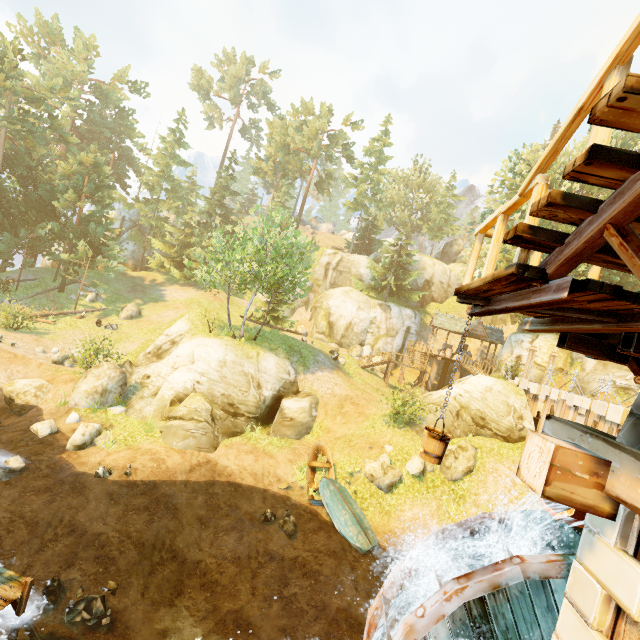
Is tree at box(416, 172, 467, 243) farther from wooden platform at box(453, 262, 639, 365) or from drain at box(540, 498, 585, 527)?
drain at box(540, 498, 585, 527)

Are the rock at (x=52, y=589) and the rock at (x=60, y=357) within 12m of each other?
no

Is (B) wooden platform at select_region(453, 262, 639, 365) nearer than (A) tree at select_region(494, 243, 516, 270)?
Yes

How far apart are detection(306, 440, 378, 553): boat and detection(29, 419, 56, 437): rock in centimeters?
1236cm

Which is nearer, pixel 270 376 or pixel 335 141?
pixel 270 376

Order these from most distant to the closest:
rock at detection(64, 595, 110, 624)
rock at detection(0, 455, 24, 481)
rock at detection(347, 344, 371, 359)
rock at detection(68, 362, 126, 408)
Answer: rock at detection(347, 344, 371, 359) → rock at detection(68, 362, 126, 408) → rock at detection(0, 455, 24, 481) → rock at detection(64, 595, 110, 624)

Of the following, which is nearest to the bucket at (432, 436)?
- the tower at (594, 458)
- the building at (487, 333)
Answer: the tower at (594, 458)

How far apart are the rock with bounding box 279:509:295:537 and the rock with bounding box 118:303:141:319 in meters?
23.7 m
